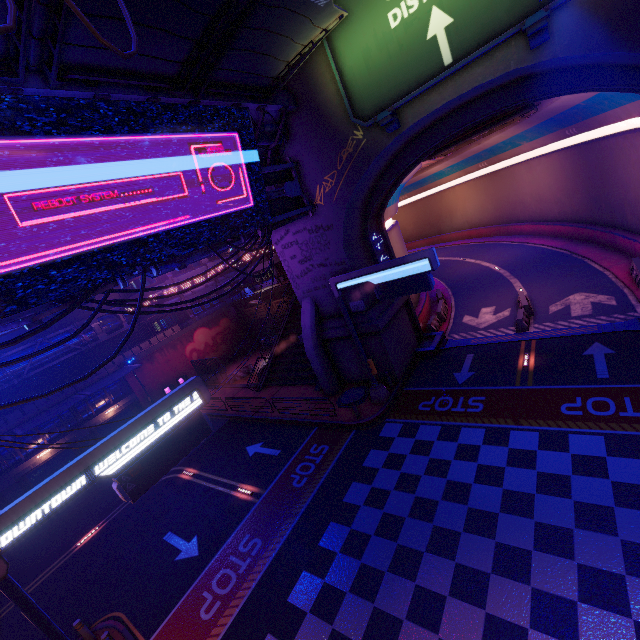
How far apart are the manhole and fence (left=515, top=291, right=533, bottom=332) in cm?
909

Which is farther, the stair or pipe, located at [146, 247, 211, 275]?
the stair

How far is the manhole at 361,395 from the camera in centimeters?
1831cm

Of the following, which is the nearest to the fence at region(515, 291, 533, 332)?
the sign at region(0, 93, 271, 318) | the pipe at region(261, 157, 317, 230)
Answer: the pipe at region(261, 157, 317, 230)

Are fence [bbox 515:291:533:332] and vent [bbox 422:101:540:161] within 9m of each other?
no

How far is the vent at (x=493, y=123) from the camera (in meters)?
15.37

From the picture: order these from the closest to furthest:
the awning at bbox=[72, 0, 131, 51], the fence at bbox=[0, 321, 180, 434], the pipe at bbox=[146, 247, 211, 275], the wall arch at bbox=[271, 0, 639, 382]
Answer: the awning at bbox=[72, 0, 131, 51] < the wall arch at bbox=[271, 0, 639, 382] < the pipe at bbox=[146, 247, 211, 275] < the fence at bbox=[0, 321, 180, 434]

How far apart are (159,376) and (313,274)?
21.13m
